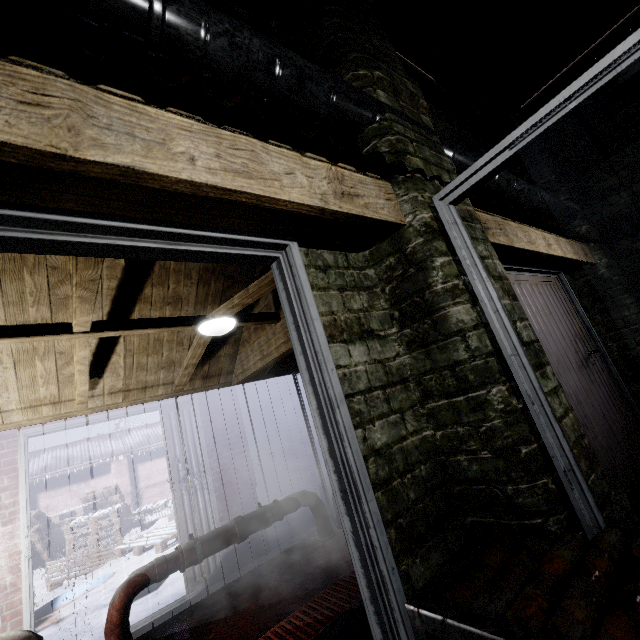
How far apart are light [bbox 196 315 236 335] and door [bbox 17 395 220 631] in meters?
1.5 m

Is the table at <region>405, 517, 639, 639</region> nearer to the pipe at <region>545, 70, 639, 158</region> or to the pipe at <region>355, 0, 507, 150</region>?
the pipe at <region>355, 0, 507, 150</region>

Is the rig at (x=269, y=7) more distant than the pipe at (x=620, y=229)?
No

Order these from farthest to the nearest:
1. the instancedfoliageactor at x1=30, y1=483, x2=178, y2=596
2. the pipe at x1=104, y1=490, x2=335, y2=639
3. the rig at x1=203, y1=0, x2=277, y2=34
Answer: the instancedfoliageactor at x1=30, y1=483, x2=178, y2=596 < the pipe at x1=104, y1=490, x2=335, y2=639 < the rig at x1=203, y1=0, x2=277, y2=34

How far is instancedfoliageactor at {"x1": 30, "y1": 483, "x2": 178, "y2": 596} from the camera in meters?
5.9 m

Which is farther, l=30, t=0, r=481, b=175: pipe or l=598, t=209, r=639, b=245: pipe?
l=598, t=209, r=639, b=245: pipe

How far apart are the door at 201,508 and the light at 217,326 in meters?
1.5

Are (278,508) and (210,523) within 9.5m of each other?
yes
